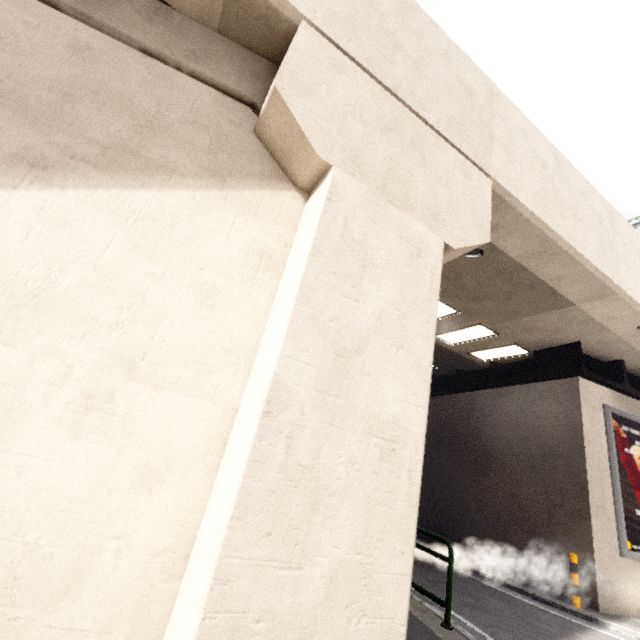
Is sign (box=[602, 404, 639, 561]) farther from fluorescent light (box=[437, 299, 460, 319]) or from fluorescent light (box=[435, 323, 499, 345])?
fluorescent light (box=[437, 299, 460, 319])

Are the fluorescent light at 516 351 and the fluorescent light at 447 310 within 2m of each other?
no

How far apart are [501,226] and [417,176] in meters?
3.1

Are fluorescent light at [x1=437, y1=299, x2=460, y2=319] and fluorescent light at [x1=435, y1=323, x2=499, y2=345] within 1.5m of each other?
yes

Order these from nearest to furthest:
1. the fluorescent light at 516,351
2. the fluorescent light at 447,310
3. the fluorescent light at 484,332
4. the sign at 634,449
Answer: the sign at 634,449 < the fluorescent light at 447,310 < the fluorescent light at 484,332 < the fluorescent light at 516,351

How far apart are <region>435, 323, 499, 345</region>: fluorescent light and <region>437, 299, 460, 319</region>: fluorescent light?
1.0 meters

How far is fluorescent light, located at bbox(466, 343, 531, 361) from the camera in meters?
11.6 m

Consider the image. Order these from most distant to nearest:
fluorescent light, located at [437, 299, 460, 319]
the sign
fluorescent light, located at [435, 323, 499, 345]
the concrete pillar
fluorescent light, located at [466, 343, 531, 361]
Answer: fluorescent light, located at [466, 343, 531, 361]
fluorescent light, located at [435, 323, 499, 345]
fluorescent light, located at [437, 299, 460, 319]
the sign
the concrete pillar
